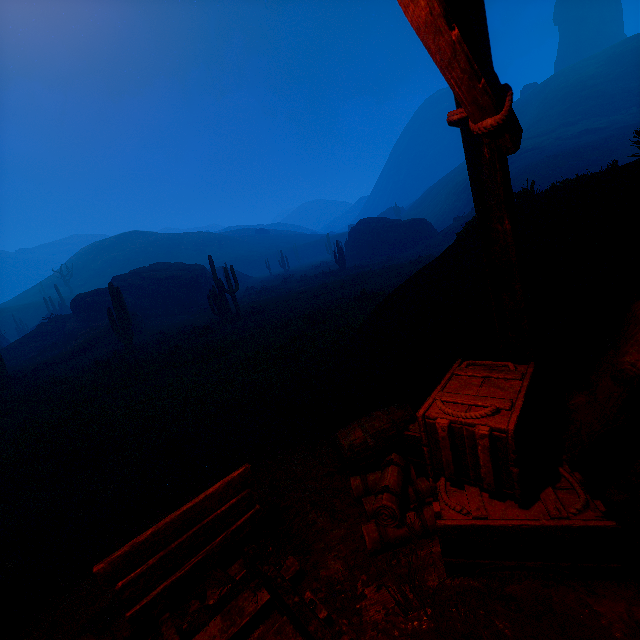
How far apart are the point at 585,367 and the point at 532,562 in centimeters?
183cm

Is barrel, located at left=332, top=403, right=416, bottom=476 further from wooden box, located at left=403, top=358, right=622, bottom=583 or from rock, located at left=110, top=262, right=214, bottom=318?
rock, located at left=110, top=262, right=214, bottom=318

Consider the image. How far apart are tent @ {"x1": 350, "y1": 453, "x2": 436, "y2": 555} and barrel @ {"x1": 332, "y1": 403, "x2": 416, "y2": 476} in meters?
0.1

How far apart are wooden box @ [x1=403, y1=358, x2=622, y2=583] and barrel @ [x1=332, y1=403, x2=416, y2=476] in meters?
0.0

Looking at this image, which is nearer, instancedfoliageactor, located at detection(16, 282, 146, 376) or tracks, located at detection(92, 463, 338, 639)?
tracks, located at detection(92, 463, 338, 639)

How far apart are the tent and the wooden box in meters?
0.1

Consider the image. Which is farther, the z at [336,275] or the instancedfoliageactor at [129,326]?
the instancedfoliageactor at [129,326]

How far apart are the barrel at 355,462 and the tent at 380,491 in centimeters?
13cm
